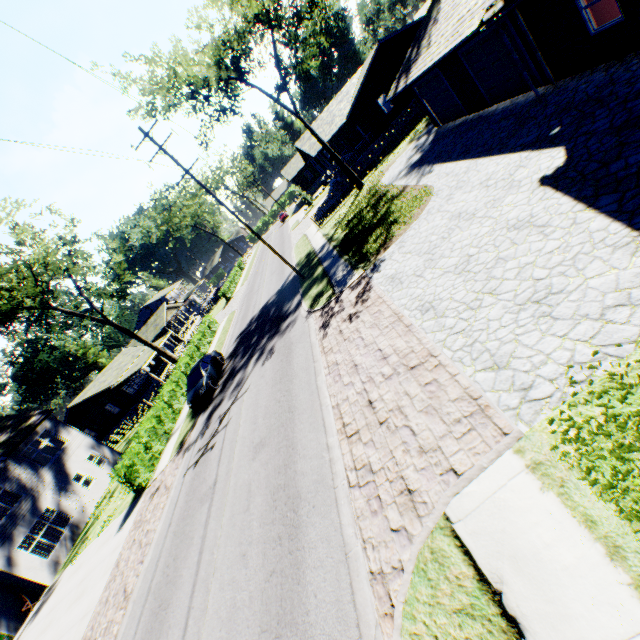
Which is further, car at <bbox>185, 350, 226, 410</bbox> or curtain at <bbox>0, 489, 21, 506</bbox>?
curtain at <bbox>0, 489, 21, 506</bbox>

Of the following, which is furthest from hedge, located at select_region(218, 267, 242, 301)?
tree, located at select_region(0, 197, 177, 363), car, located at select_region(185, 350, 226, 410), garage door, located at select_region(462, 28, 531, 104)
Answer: garage door, located at select_region(462, 28, 531, 104)

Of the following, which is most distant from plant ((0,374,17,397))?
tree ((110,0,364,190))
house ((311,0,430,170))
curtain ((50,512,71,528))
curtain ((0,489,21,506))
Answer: house ((311,0,430,170))

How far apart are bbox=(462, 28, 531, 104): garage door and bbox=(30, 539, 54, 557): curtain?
35.9 meters

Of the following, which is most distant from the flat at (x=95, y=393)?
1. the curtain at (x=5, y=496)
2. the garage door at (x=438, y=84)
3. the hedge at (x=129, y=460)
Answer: the garage door at (x=438, y=84)

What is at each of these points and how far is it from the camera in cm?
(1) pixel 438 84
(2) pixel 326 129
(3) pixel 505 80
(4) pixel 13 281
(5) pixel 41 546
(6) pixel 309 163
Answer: (1) garage door, 1761
(2) house, 3209
(3) garage door, 1384
(4) tree, 2339
(5) curtain, 2031
(6) house, 5781

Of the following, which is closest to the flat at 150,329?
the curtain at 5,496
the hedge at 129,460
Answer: the hedge at 129,460

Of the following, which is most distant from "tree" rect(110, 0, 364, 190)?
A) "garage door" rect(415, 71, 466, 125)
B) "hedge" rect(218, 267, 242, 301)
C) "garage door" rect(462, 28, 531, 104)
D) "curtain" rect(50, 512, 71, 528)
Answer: "curtain" rect(50, 512, 71, 528)
